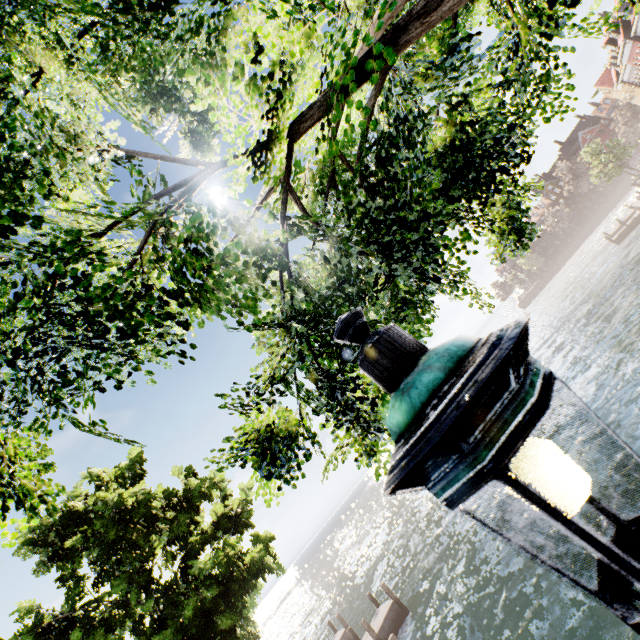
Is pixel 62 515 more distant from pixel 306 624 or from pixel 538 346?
pixel 306 624

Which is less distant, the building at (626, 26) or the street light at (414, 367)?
the street light at (414, 367)

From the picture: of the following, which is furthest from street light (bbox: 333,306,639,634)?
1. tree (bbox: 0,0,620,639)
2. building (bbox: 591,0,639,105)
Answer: building (bbox: 591,0,639,105)

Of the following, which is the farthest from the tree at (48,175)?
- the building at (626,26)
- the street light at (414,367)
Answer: the building at (626,26)

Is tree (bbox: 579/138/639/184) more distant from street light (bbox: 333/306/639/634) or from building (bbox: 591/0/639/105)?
building (bbox: 591/0/639/105)

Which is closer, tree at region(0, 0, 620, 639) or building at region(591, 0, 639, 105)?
tree at region(0, 0, 620, 639)
